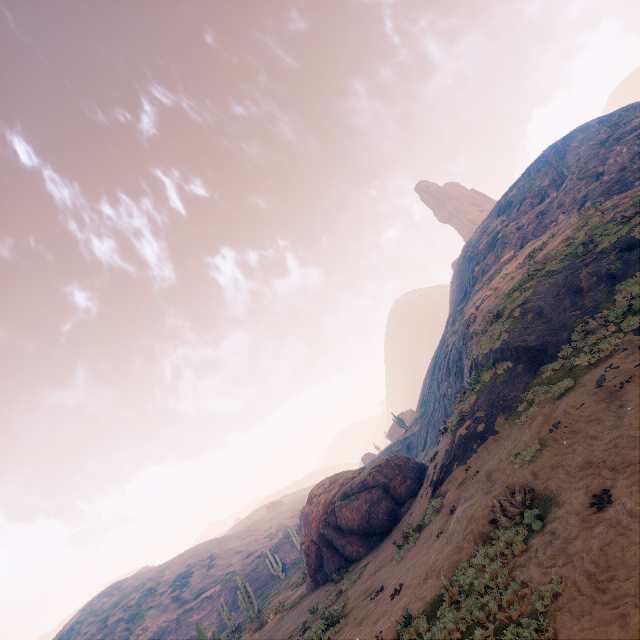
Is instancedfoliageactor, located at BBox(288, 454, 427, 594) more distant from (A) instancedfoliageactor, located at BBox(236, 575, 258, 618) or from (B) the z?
(A) instancedfoliageactor, located at BBox(236, 575, 258, 618)

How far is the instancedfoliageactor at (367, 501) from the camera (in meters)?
18.53

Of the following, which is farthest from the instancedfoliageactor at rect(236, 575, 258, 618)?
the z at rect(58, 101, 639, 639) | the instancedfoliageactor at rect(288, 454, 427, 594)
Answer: the instancedfoliageactor at rect(288, 454, 427, 594)

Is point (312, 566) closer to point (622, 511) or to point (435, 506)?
point (435, 506)

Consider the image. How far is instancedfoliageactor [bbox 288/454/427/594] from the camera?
18.5m

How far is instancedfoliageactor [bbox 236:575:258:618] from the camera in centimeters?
3028cm

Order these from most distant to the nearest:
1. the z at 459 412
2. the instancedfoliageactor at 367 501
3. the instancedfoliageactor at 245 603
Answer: the instancedfoliageactor at 245 603, the instancedfoliageactor at 367 501, the z at 459 412
